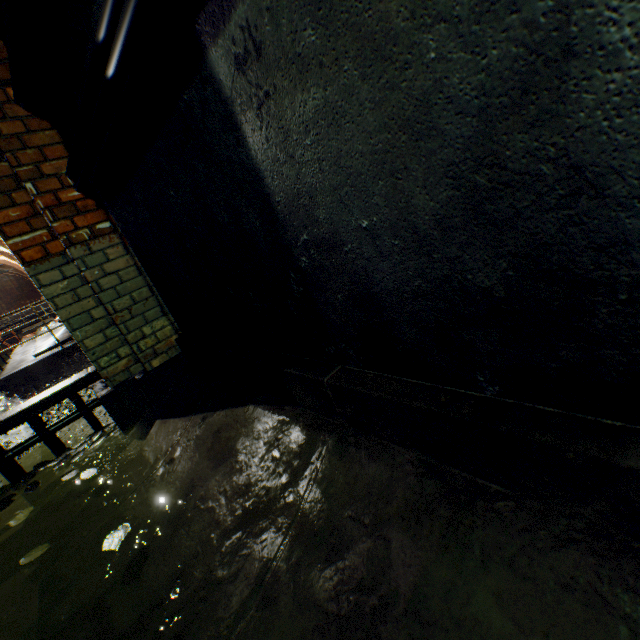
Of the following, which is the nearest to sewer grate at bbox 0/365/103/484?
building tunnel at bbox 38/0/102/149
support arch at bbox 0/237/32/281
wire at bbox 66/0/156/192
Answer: building tunnel at bbox 38/0/102/149

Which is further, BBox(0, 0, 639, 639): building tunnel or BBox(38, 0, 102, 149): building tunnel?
BBox(38, 0, 102, 149): building tunnel

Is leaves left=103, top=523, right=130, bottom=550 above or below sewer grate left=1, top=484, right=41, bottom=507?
above

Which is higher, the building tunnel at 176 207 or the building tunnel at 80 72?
the building tunnel at 80 72

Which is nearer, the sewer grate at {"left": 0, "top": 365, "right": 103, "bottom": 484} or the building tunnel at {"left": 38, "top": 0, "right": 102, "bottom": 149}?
the building tunnel at {"left": 38, "top": 0, "right": 102, "bottom": 149}

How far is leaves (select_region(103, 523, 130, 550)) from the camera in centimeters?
155cm

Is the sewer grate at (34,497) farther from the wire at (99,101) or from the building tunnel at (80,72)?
the wire at (99,101)

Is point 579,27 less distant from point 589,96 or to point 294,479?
point 589,96
